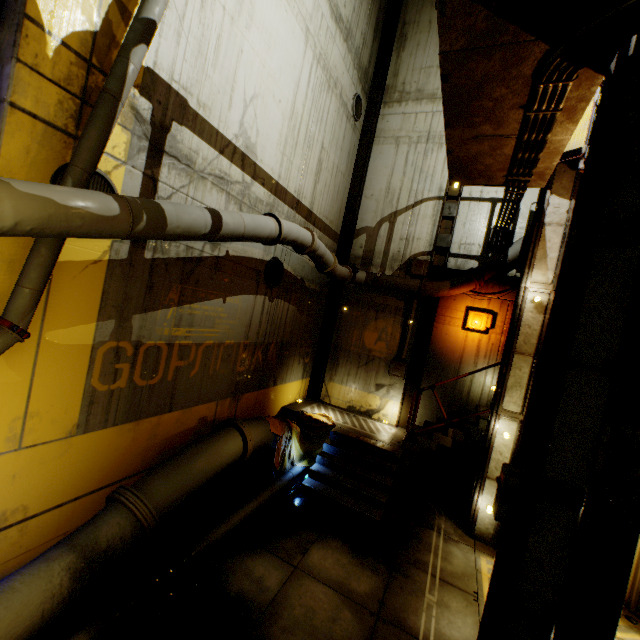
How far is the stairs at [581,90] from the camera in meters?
3.9

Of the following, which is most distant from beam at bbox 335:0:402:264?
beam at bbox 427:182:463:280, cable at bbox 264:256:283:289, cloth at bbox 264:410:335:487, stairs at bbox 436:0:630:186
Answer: cable at bbox 264:256:283:289

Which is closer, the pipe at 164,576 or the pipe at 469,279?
the pipe at 469,279

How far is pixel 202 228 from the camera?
4.5m

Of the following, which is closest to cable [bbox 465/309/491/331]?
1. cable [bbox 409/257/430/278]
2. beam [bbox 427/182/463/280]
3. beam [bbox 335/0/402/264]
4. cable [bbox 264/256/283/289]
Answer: beam [bbox 427/182/463/280]

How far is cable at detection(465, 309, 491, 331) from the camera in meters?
9.8

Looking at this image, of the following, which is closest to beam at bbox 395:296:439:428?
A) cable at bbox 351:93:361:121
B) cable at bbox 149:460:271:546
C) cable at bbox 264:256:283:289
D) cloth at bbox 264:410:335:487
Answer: cloth at bbox 264:410:335:487

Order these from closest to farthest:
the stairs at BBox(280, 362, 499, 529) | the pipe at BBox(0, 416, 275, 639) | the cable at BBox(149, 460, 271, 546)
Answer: the pipe at BBox(0, 416, 275, 639), the cable at BBox(149, 460, 271, 546), the stairs at BBox(280, 362, 499, 529)
